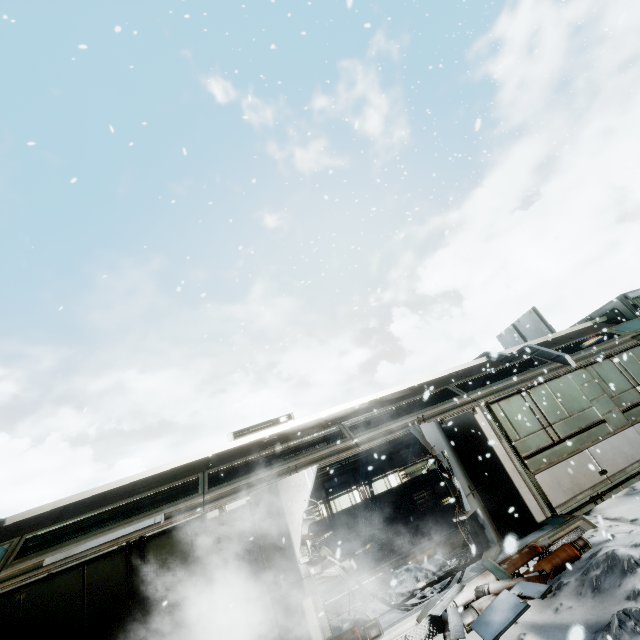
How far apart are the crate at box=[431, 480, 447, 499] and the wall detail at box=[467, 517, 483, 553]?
7.2m

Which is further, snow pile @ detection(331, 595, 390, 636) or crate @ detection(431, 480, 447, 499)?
crate @ detection(431, 480, 447, 499)

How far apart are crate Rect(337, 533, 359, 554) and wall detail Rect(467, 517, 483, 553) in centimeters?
665cm

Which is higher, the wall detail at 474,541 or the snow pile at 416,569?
the wall detail at 474,541

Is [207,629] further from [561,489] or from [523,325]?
[523,325]

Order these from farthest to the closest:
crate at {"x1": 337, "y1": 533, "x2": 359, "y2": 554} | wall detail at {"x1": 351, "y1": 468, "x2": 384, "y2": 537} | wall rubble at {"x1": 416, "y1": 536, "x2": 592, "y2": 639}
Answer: wall detail at {"x1": 351, "y1": 468, "x2": 384, "y2": 537} → crate at {"x1": 337, "y1": 533, "x2": 359, "y2": 554} → wall rubble at {"x1": 416, "y1": 536, "x2": 592, "y2": 639}

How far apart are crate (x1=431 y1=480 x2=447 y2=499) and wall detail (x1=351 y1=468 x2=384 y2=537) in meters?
2.7 m

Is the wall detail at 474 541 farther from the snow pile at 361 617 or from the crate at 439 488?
the crate at 439 488
